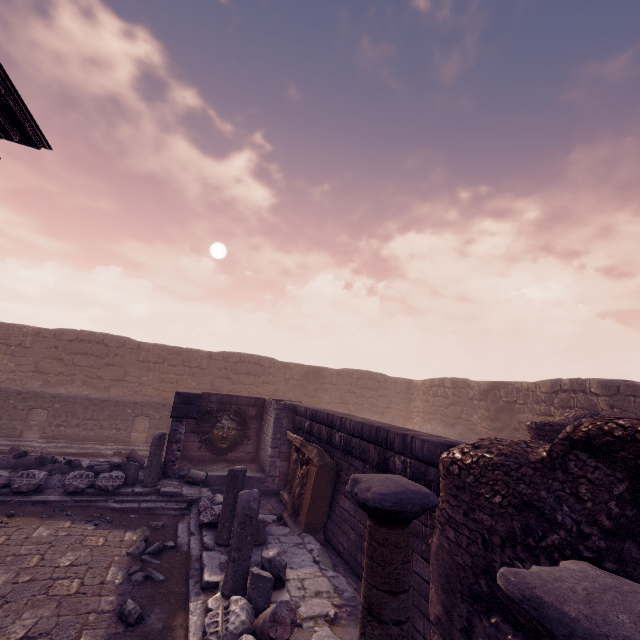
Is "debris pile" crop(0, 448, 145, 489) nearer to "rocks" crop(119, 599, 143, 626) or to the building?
the building

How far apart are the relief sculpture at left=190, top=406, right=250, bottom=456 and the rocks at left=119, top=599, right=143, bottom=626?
7.1 meters

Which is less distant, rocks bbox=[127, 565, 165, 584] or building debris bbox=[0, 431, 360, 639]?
building debris bbox=[0, 431, 360, 639]

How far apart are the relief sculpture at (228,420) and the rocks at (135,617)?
7.06m

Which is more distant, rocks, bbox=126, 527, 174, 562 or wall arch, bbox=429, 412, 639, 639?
rocks, bbox=126, 527, 174, 562

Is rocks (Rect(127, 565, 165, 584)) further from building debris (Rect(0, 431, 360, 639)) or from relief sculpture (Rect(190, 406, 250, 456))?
relief sculpture (Rect(190, 406, 250, 456))

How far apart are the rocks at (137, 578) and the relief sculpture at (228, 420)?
6.0m

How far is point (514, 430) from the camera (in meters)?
16.03
